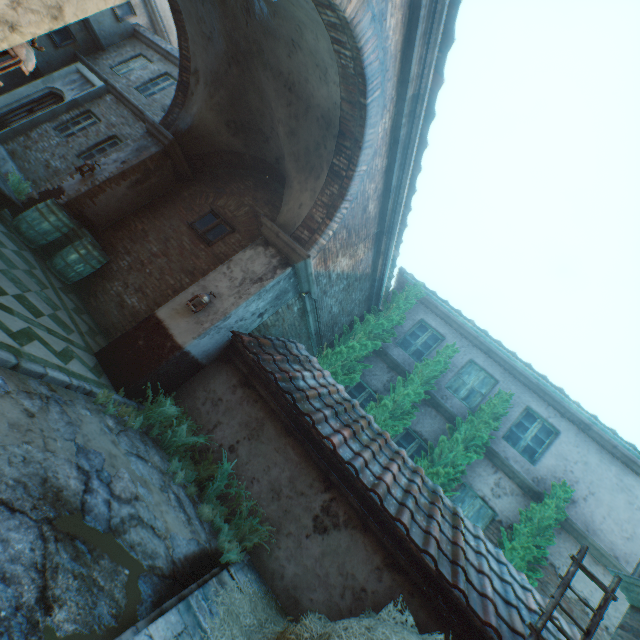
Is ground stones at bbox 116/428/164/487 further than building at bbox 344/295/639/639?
No

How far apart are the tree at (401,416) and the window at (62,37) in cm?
1663

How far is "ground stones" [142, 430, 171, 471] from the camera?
4.74m

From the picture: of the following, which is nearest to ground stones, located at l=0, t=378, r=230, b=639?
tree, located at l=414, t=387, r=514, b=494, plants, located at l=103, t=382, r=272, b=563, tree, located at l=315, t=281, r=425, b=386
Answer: plants, located at l=103, t=382, r=272, b=563

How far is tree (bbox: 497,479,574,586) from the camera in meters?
7.1

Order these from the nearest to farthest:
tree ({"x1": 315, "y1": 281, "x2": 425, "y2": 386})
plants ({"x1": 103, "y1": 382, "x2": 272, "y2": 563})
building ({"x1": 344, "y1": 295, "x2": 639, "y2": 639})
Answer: plants ({"x1": 103, "y1": 382, "x2": 272, "y2": 563})
building ({"x1": 344, "y1": 295, "x2": 639, "y2": 639})
tree ({"x1": 315, "y1": 281, "x2": 425, "y2": 386})

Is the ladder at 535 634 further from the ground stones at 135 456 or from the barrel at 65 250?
the barrel at 65 250

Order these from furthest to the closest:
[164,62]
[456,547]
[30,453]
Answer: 1. [164,62]
2. [456,547]
3. [30,453]
